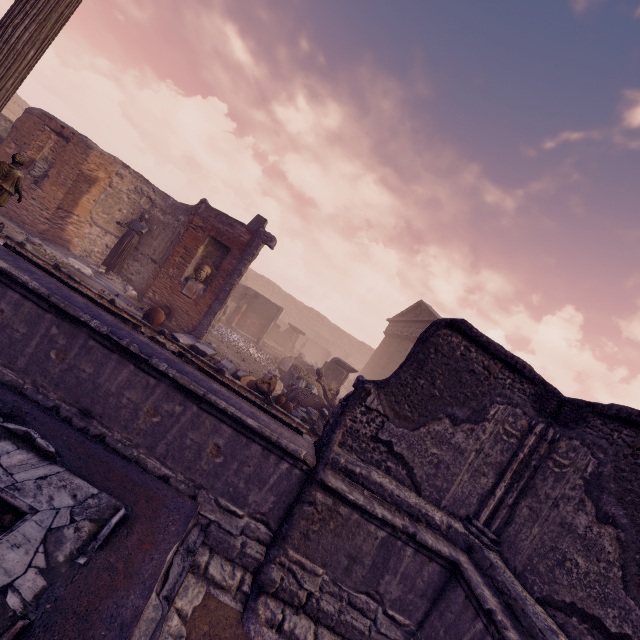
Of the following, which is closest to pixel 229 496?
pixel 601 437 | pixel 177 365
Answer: pixel 177 365

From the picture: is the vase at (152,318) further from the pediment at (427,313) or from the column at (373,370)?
the column at (373,370)

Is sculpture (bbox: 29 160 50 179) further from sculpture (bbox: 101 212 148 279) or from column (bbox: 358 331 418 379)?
column (bbox: 358 331 418 379)

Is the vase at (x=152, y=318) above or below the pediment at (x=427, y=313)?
below

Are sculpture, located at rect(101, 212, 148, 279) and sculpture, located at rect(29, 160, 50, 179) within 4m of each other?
yes

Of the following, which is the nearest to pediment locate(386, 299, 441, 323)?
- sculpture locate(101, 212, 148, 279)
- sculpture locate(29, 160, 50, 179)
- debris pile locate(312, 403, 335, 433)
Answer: debris pile locate(312, 403, 335, 433)

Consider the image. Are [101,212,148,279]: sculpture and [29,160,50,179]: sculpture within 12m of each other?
yes

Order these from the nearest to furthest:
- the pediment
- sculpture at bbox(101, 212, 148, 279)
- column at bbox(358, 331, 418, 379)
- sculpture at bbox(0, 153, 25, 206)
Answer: sculpture at bbox(0, 153, 25, 206), sculpture at bbox(101, 212, 148, 279), the pediment, column at bbox(358, 331, 418, 379)
